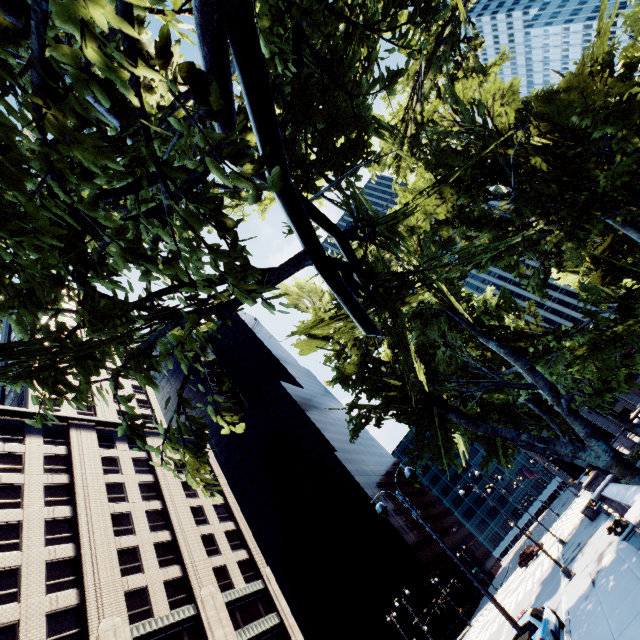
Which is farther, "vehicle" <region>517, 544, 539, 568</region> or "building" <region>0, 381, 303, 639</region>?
"vehicle" <region>517, 544, 539, 568</region>

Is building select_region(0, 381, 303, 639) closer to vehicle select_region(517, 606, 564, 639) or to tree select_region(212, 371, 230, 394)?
tree select_region(212, 371, 230, 394)

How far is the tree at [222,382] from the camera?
5.1m

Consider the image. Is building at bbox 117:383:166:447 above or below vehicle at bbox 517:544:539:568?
above

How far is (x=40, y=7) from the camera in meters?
2.3 m

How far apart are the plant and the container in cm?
1724

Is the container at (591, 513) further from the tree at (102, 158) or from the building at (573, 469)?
the building at (573, 469)

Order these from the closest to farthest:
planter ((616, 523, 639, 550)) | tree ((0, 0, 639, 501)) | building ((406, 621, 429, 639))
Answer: tree ((0, 0, 639, 501)) → planter ((616, 523, 639, 550)) → building ((406, 621, 429, 639))
